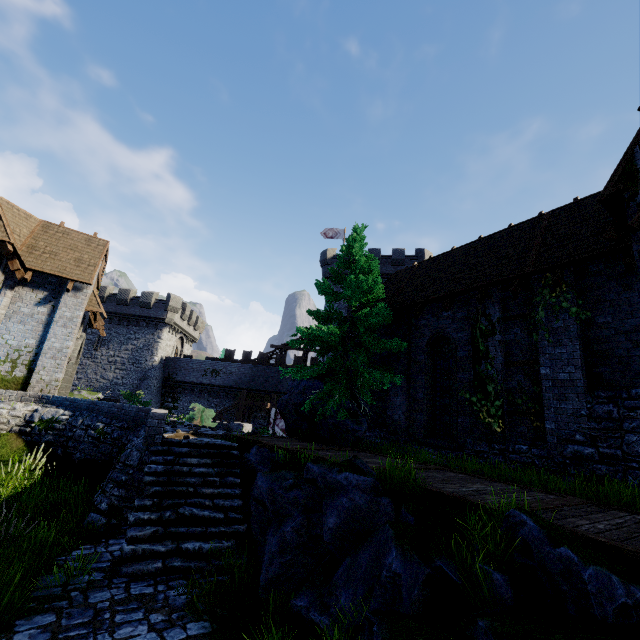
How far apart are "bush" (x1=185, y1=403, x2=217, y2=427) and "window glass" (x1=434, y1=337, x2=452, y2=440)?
13.0 meters

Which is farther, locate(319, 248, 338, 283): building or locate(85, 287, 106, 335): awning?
locate(319, 248, 338, 283): building

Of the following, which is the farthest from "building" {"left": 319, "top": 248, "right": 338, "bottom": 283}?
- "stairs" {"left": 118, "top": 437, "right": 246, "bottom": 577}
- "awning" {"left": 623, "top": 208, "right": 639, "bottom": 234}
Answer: "awning" {"left": 623, "top": 208, "right": 639, "bottom": 234}

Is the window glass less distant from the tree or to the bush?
the tree

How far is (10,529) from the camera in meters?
6.1 m

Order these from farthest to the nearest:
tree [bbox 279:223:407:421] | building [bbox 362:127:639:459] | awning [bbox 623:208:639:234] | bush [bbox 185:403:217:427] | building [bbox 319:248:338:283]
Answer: building [bbox 319:248:338:283] → bush [bbox 185:403:217:427] → tree [bbox 279:223:407:421] → building [bbox 362:127:639:459] → awning [bbox 623:208:639:234]

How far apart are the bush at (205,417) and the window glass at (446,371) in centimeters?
1302cm

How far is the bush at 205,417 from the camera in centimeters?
1932cm
